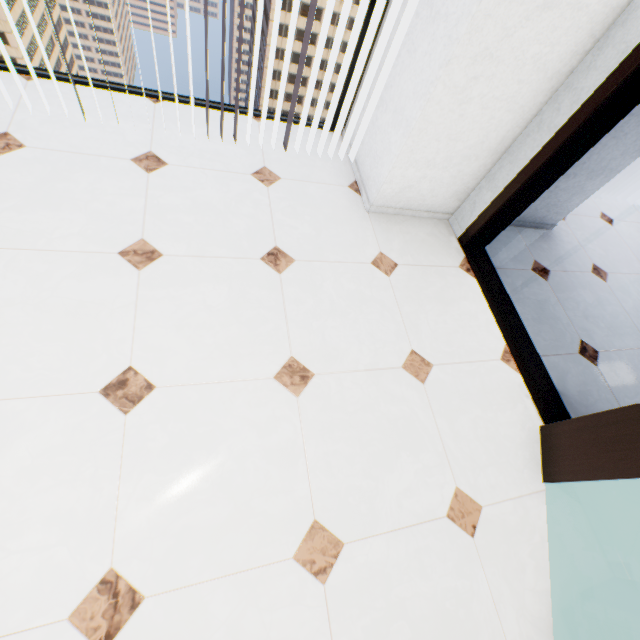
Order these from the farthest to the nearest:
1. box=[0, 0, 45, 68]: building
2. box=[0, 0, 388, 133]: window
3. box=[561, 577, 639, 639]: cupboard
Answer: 1. box=[0, 0, 45, 68]: building
2. box=[0, 0, 388, 133]: window
3. box=[561, 577, 639, 639]: cupboard

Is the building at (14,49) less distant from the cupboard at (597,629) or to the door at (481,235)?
the door at (481,235)

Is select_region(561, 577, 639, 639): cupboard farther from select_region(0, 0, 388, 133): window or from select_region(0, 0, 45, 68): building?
select_region(0, 0, 45, 68): building

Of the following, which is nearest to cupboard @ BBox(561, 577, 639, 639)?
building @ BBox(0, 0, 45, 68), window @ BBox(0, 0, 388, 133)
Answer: window @ BBox(0, 0, 388, 133)

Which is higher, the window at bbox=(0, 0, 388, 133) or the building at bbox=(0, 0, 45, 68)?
the window at bbox=(0, 0, 388, 133)

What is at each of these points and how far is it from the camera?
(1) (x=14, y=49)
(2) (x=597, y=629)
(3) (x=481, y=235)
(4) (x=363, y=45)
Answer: (1) building, 51.1m
(2) cupboard, 1.3m
(3) door, 2.5m
(4) window, 2.3m

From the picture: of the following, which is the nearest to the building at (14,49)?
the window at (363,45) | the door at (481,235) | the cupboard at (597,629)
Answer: the window at (363,45)
